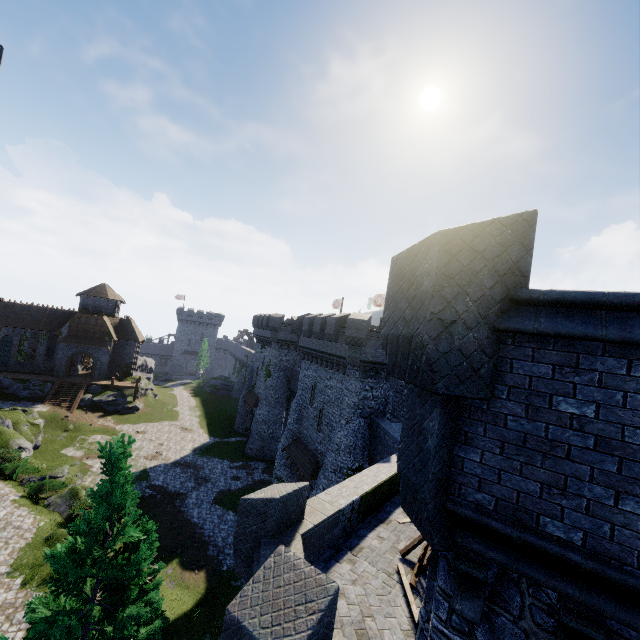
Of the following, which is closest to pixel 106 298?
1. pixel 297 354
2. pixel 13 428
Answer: pixel 13 428

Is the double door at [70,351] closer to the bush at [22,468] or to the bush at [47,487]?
the bush at [22,468]

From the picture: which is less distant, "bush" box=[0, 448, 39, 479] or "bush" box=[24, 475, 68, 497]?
"bush" box=[24, 475, 68, 497]

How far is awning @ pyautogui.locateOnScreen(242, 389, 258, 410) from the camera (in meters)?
41.16

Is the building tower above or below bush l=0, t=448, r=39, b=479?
above

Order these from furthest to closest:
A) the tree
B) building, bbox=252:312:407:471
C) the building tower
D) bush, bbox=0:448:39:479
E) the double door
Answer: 1. the double door
2. bush, bbox=0:448:39:479
3. building, bbox=252:312:407:471
4. the tree
5. the building tower

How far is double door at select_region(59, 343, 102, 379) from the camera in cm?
4425

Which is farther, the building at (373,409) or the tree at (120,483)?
the building at (373,409)
